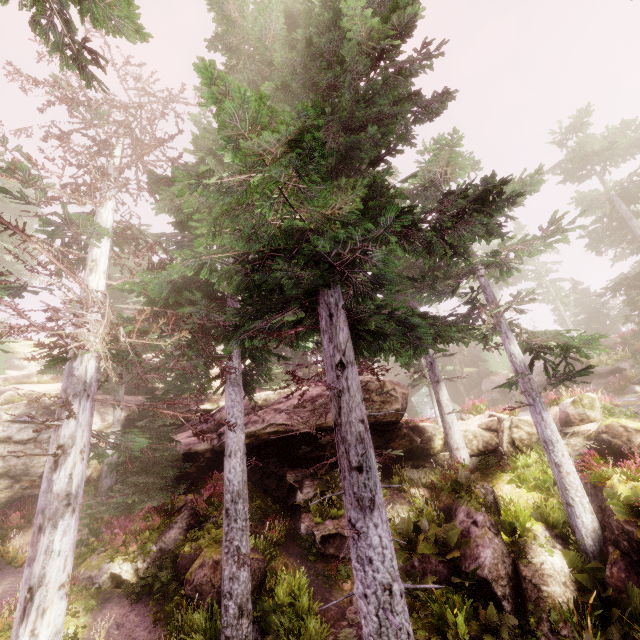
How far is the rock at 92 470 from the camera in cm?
1773

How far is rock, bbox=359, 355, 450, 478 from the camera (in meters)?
14.91

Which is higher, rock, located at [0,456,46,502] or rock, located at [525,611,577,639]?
rock, located at [0,456,46,502]

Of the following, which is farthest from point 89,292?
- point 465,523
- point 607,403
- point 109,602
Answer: point 607,403

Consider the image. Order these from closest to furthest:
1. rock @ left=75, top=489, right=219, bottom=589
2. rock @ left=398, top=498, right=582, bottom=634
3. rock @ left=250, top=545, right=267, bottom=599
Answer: rock @ left=398, top=498, right=582, bottom=634 → rock @ left=250, top=545, right=267, bottom=599 → rock @ left=75, top=489, right=219, bottom=589

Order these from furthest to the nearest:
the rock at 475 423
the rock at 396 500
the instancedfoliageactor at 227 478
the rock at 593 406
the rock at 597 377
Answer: the rock at 597 377, the rock at 475 423, the rock at 396 500, the rock at 593 406, the instancedfoliageactor at 227 478
